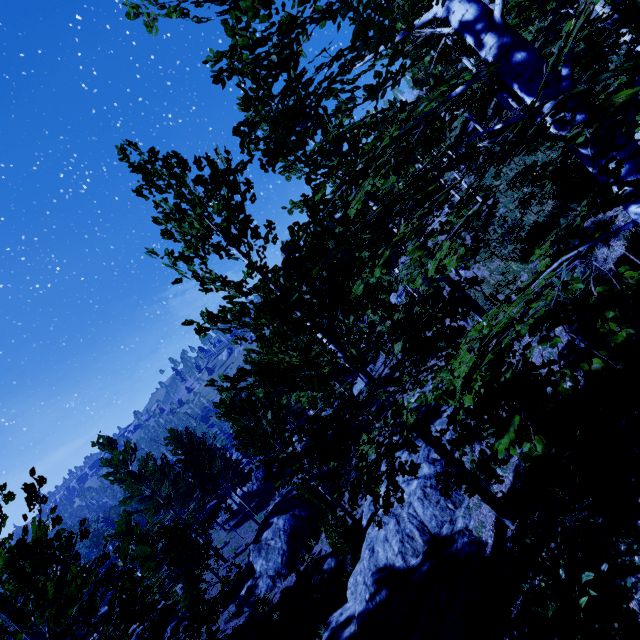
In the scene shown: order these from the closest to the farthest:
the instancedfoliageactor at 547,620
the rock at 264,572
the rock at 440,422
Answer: the instancedfoliageactor at 547,620 < the rock at 440,422 < the rock at 264,572

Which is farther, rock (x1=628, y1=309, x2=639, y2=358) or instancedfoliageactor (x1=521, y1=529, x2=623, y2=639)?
rock (x1=628, y1=309, x2=639, y2=358)

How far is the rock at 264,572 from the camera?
15.66m

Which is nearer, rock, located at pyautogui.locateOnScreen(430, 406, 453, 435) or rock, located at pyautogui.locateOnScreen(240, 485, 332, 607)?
rock, located at pyautogui.locateOnScreen(430, 406, 453, 435)

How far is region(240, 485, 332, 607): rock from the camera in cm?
1566

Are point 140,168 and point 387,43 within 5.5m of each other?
yes

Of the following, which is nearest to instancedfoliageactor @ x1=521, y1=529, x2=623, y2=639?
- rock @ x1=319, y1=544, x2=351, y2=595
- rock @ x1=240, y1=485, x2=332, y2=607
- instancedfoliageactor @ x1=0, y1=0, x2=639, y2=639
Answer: instancedfoliageactor @ x1=0, y1=0, x2=639, y2=639

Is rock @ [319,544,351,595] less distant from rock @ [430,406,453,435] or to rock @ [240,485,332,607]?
rock @ [430,406,453,435]
